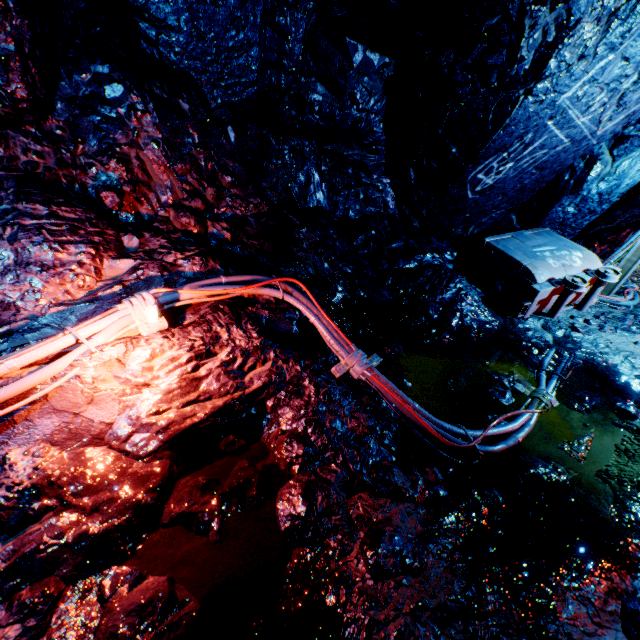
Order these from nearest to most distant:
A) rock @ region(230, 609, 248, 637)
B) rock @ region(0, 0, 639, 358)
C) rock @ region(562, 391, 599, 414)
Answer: rock @ region(230, 609, 248, 637) → rock @ region(0, 0, 639, 358) → rock @ region(562, 391, 599, 414)

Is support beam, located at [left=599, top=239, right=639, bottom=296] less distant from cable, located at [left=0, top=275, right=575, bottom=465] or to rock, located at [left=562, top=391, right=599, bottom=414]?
rock, located at [left=562, top=391, right=599, bottom=414]

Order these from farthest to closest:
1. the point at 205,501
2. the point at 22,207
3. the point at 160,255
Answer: the point at 160,255
the point at 22,207
the point at 205,501

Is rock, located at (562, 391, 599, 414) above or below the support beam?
below

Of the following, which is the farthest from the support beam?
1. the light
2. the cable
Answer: the light

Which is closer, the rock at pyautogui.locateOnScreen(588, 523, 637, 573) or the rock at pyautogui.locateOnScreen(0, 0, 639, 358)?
the rock at pyautogui.locateOnScreen(588, 523, 637, 573)

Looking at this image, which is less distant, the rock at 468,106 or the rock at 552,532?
the rock at 552,532

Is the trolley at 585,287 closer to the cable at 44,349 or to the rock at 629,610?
the rock at 629,610
